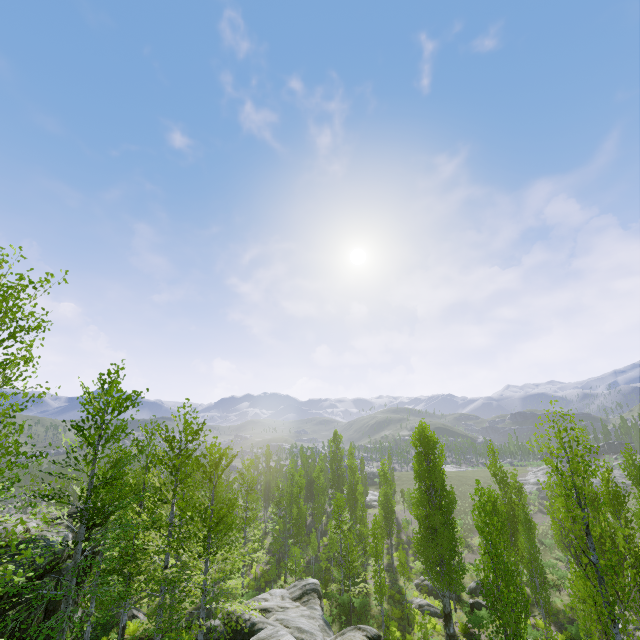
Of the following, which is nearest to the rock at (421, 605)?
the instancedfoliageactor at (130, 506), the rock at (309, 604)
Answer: the instancedfoliageactor at (130, 506)

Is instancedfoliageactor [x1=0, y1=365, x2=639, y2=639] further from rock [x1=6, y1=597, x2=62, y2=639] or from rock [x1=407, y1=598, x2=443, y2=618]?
rock [x1=407, y1=598, x2=443, y2=618]

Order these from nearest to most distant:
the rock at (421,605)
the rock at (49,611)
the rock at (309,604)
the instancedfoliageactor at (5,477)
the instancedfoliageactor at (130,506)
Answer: the instancedfoliageactor at (5,477)
the instancedfoliageactor at (130,506)
the rock at (309,604)
the rock at (49,611)
the rock at (421,605)

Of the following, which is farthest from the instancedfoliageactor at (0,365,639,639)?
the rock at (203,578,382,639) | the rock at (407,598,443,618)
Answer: the rock at (407,598,443,618)

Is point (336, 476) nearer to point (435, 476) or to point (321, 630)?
point (435, 476)
